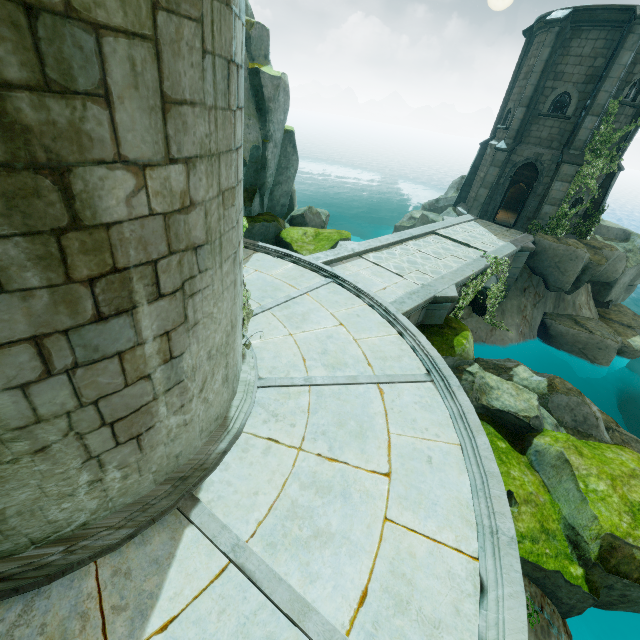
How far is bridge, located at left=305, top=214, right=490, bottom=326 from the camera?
9.9 meters

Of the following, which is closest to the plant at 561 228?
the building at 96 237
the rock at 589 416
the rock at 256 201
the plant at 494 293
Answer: the plant at 494 293

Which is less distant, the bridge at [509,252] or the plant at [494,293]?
the plant at [494,293]

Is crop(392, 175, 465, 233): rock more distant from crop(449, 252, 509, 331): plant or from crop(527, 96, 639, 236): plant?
crop(449, 252, 509, 331): plant

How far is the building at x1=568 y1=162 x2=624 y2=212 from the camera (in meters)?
17.55

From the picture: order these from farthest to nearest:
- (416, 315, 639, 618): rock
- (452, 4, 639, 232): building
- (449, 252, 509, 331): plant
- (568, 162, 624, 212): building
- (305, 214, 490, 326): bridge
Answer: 1. (568, 162, 624, 212): building
2. (452, 4, 639, 232): building
3. (449, 252, 509, 331): plant
4. (305, 214, 490, 326): bridge
5. (416, 315, 639, 618): rock

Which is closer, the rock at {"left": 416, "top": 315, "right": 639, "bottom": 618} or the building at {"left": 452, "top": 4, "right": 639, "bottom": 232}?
the rock at {"left": 416, "top": 315, "right": 639, "bottom": 618}

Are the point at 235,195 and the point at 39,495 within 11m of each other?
yes
